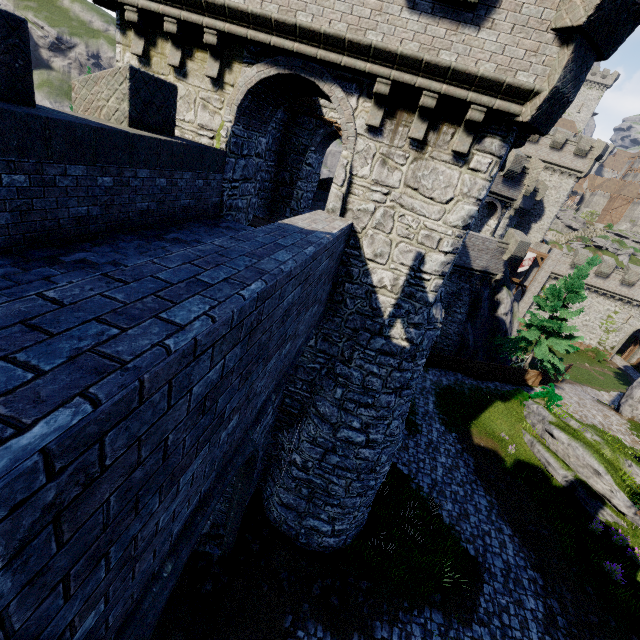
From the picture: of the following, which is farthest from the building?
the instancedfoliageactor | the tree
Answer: the tree

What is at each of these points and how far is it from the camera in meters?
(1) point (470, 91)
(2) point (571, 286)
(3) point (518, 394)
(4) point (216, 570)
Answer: (1) building, 6.4 m
(2) tree, 23.2 m
(3) bush, 22.2 m
(4) instancedfoliageactor, 10.3 m

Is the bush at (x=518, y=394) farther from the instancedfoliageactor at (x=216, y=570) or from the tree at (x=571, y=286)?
the instancedfoliageactor at (x=216, y=570)

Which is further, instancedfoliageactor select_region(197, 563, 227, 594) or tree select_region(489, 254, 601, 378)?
tree select_region(489, 254, 601, 378)

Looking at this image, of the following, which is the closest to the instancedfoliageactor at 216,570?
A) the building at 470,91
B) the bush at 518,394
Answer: the building at 470,91

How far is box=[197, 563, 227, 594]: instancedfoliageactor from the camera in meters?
9.9

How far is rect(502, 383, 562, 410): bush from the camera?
20.8 meters

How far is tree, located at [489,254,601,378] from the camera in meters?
23.1 m
